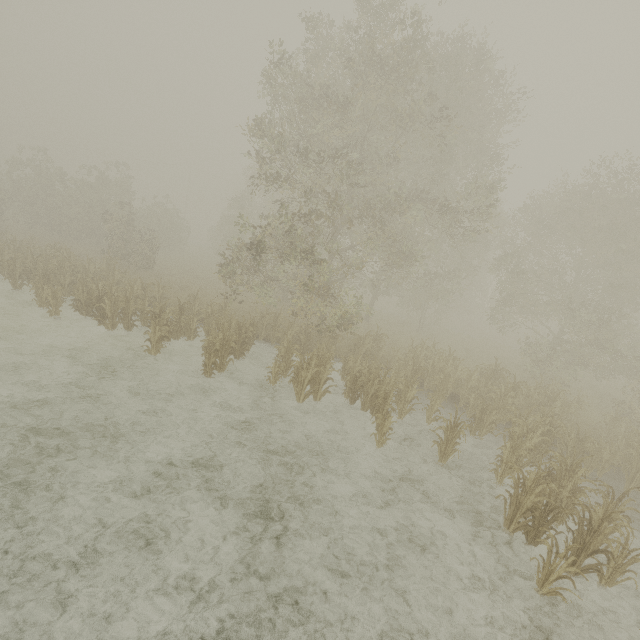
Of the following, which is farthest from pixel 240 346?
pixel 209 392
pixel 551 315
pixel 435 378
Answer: pixel 551 315
